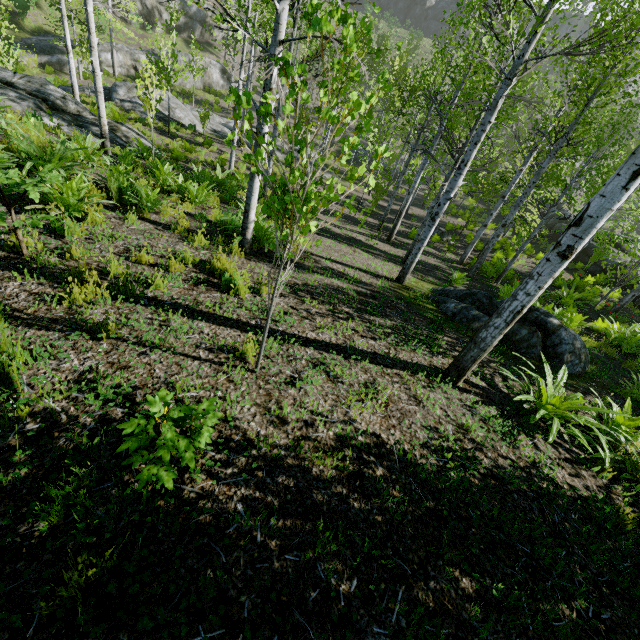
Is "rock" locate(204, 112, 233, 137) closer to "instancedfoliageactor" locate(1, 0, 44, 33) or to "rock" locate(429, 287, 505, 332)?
"instancedfoliageactor" locate(1, 0, 44, 33)

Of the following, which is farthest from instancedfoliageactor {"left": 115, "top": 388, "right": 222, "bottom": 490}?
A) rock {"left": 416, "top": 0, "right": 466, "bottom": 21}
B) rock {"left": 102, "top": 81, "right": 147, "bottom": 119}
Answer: rock {"left": 416, "top": 0, "right": 466, "bottom": 21}

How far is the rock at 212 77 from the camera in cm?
3175

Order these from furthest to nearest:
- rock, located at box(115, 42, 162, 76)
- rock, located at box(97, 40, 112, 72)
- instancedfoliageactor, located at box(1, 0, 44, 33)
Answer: rock, located at box(115, 42, 162, 76), rock, located at box(97, 40, 112, 72), instancedfoliageactor, located at box(1, 0, 44, 33)

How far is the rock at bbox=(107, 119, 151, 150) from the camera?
11.9m

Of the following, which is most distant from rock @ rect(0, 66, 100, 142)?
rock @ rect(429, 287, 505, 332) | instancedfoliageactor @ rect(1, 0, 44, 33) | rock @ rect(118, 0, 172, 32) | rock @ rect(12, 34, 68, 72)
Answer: rock @ rect(118, 0, 172, 32)

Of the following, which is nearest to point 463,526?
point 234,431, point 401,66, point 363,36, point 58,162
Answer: point 234,431

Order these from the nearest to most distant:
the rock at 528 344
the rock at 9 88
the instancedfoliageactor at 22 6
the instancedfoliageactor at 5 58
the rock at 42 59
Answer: the rock at 528 344
the rock at 9 88
the instancedfoliageactor at 5 58
the rock at 42 59
the instancedfoliageactor at 22 6
